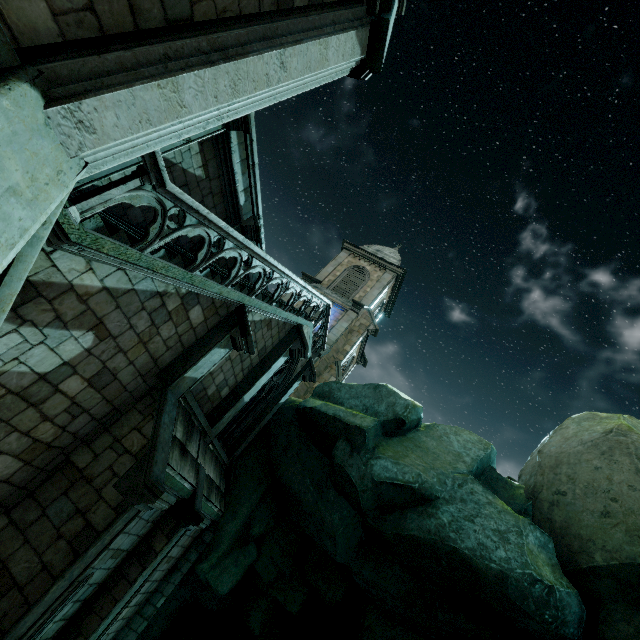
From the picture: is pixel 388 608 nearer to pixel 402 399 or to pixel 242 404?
pixel 402 399

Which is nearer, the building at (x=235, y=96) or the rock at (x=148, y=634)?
the building at (x=235, y=96)

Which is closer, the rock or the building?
the building
